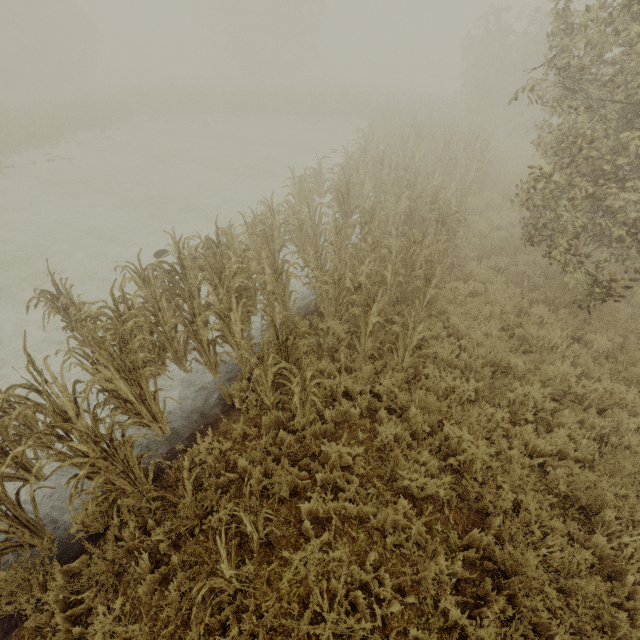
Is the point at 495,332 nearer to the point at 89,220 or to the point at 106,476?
the point at 106,476
